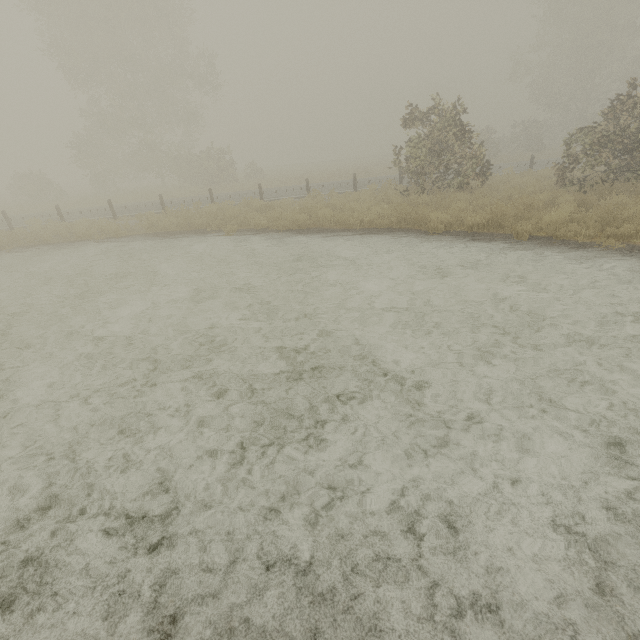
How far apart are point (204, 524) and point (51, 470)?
2.0m
